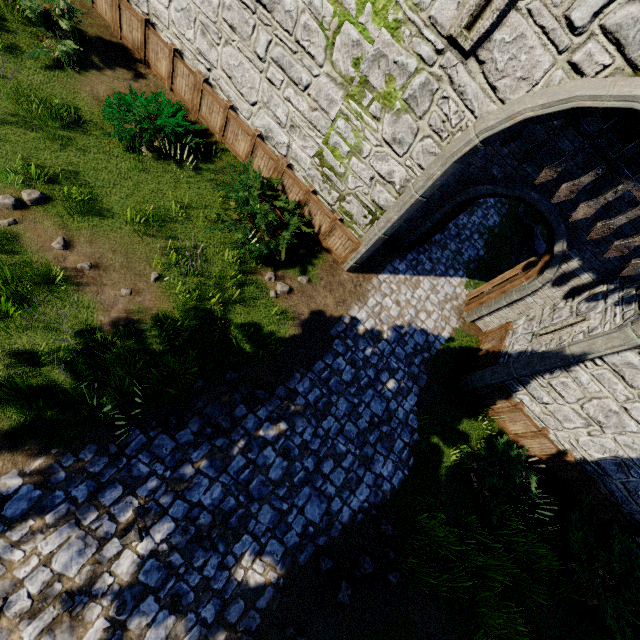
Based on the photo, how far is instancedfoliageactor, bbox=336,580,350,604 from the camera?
5.9 meters

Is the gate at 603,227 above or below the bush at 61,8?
above

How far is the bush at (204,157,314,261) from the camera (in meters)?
7.30

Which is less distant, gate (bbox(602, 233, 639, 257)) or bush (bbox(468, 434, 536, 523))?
gate (bbox(602, 233, 639, 257))

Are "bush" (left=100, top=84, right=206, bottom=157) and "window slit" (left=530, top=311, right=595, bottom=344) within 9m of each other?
no

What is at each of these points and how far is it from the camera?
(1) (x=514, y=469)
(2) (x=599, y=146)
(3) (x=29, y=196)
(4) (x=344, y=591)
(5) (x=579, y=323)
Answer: (1) bush, 7.84m
(2) gate, 5.45m
(3) instancedfoliageactor, 6.22m
(4) instancedfoliageactor, 5.94m
(5) window slit, 7.72m

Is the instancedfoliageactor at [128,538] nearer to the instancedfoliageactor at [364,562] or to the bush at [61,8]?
the instancedfoliageactor at [364,562]

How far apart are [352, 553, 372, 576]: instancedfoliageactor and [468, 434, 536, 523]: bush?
3.16m
